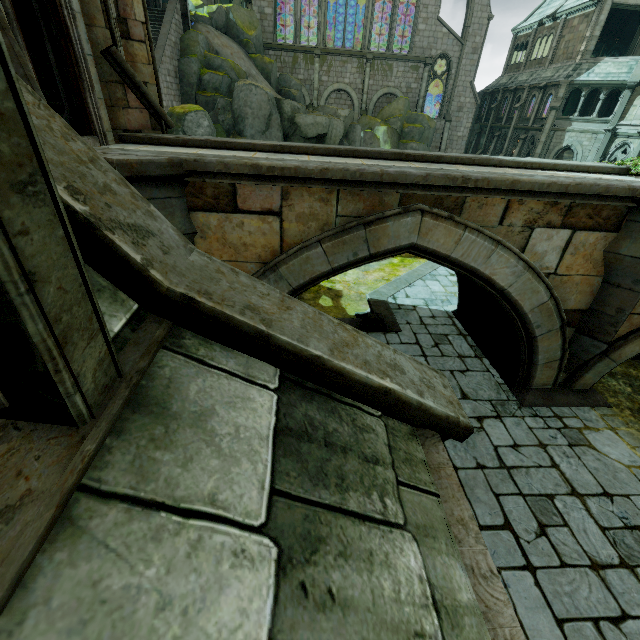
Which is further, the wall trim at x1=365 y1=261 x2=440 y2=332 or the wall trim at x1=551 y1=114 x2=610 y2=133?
the wall trim at x1=551 y1=114 x2=610 y2=133

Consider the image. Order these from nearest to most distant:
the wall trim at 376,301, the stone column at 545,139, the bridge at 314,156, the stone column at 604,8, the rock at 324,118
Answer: the bridge at 314,156
the wall trim at 376,301
the rock at 324,118
the stone column at 604,8
the stone column at 545,139

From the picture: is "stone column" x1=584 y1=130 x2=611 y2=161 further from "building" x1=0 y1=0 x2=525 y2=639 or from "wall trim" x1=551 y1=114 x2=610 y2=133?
"building" x1=0 y1=0 x2=525 y2=639

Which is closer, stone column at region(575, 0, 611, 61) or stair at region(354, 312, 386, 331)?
stair at region(354, 312, 386, 331)

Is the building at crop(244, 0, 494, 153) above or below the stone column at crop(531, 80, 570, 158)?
above

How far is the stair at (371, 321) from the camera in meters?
10.1

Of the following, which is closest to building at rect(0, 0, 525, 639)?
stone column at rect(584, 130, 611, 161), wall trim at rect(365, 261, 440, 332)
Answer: wall trim at rect(365, 261, 440, 332)

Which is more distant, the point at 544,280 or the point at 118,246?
the point at 544,280
